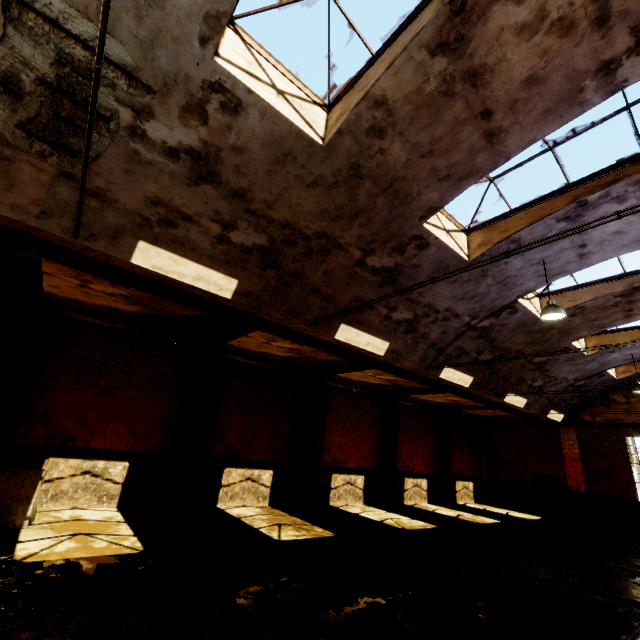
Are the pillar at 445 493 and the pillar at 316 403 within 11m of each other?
yes

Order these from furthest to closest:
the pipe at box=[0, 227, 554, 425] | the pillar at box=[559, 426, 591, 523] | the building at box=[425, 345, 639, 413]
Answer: the pillar at box=[559, 426, 591, 523] < the building at box=[425, 345, 639, 413] < the pipe at box=[0, 227, 554, 425]

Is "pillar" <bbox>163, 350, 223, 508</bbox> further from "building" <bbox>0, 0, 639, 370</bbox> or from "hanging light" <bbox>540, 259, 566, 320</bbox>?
"hanging light" <bbox>540, 259, 566, 320</bbox>

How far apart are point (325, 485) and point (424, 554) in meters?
6.1 m

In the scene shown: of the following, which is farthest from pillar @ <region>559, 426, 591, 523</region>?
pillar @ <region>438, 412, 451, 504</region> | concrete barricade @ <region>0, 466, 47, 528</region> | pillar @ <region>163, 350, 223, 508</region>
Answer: concrete barricade @ <region>0, 466, 47, 528</region>

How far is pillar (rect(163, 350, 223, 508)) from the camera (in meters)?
9.93

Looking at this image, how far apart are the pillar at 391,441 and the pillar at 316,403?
4.2 meters

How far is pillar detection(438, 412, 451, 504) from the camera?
18.2 meters
